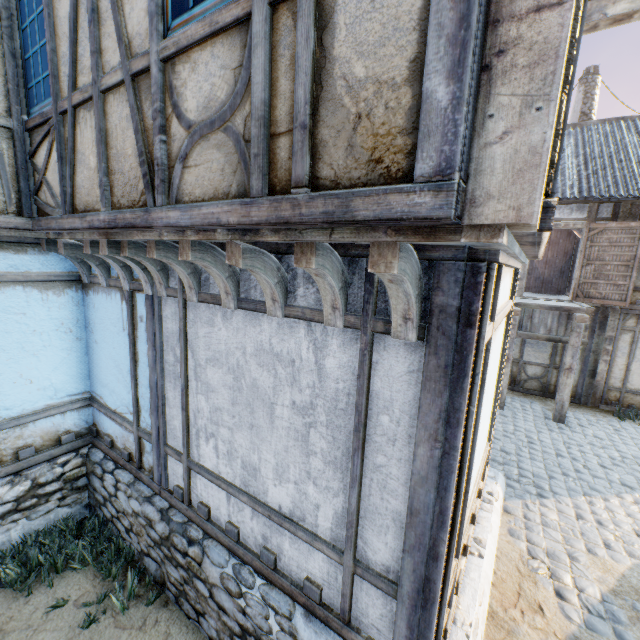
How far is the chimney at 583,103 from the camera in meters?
13.0

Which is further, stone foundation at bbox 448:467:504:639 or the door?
the door

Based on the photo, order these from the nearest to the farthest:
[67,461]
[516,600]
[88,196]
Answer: [88,196], [516,600], [67,461]

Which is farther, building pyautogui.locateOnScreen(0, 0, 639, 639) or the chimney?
the chimney

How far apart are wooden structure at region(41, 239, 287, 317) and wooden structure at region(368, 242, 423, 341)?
1.88m

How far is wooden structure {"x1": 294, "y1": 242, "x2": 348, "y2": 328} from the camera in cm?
178

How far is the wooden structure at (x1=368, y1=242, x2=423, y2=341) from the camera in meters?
1.5

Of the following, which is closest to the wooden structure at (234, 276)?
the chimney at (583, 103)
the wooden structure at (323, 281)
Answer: the wooden structure at (323, 281)
